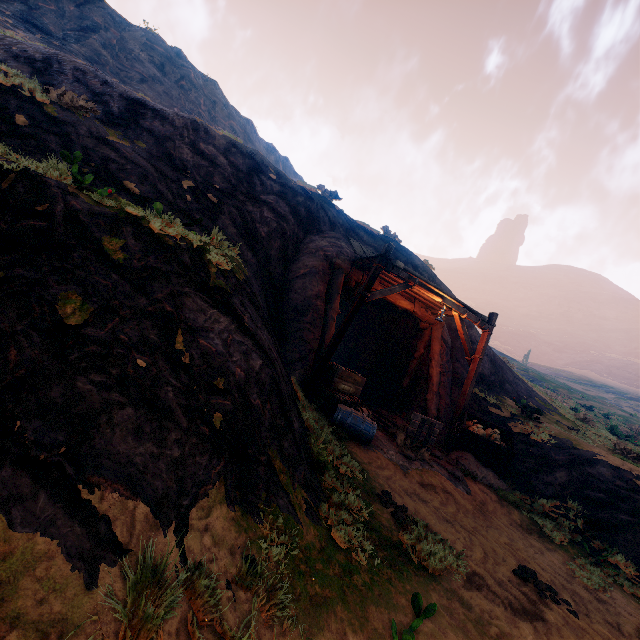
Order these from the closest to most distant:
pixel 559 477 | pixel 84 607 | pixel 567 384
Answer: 1. pixel 84 607
2. pixel 559 477
3. pixel 567 384

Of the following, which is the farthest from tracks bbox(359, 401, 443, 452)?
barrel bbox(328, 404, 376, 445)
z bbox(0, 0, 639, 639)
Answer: barrel bbox(328, 404, 376, 445)

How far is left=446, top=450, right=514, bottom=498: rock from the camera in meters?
8.8 m

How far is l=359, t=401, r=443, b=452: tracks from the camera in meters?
8.3

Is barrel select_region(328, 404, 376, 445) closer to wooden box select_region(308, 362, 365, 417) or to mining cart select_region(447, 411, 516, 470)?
wooden box select_region(308, 362, 365, 417)

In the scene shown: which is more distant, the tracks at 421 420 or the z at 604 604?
the tracks at 421 420

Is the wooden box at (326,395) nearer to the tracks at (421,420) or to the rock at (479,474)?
the tracks at (421,420)

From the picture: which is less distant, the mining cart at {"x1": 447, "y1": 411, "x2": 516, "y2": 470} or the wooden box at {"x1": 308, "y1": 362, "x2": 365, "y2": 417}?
the wooden box at {"x1": 308, "y1": 362, "x2": 365, "y2": 417}
